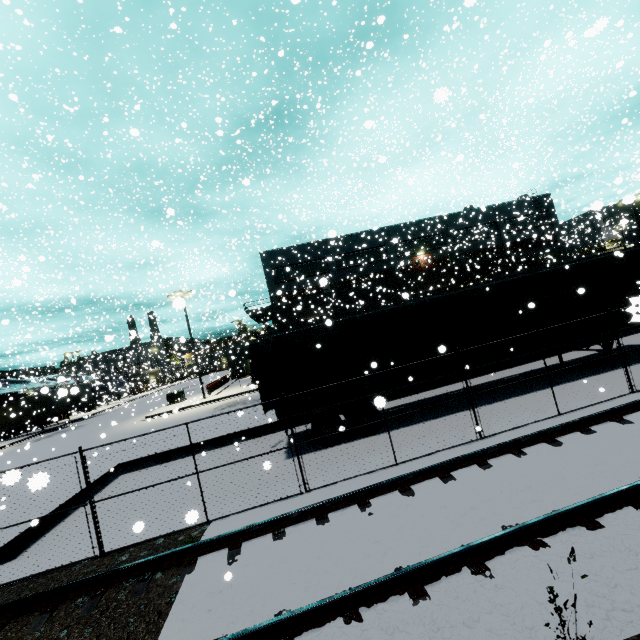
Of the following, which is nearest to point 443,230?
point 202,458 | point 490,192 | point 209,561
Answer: point 490,192

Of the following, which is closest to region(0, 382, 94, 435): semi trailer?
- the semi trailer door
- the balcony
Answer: the semi trailer door

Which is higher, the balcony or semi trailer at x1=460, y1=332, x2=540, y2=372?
the balcony

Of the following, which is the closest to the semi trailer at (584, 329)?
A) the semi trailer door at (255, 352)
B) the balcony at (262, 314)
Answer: the semi trailer door at (255, 352)

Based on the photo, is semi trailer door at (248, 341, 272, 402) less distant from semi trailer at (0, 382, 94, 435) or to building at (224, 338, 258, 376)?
semi trailer at (0, 382, 94, 435)

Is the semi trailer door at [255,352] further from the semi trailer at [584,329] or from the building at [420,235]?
the building at [420,235]

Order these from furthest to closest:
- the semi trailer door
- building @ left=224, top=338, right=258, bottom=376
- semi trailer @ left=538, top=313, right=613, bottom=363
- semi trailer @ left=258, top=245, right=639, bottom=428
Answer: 1. building @ left=224, top=338, right=258, bottom=376
2. the semi trailer door
3. semi trailer @ left=538, top=313, right=613, bottom=363
4. semi trailer @ left=258, top=245, right=639, bottom=428
